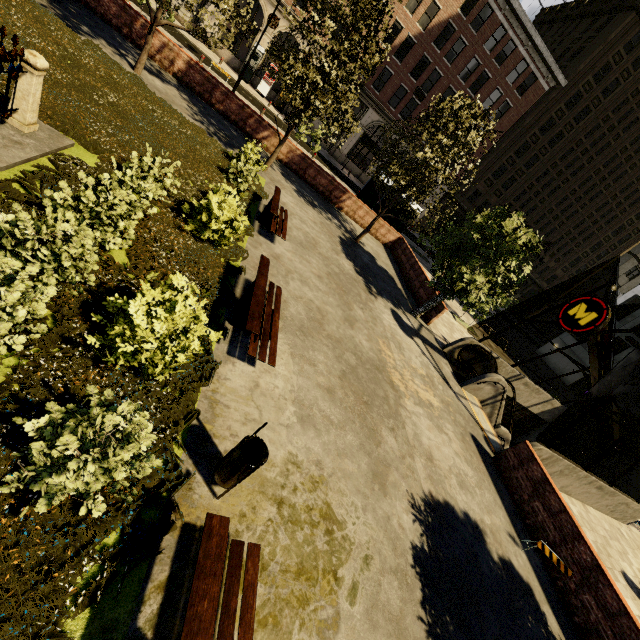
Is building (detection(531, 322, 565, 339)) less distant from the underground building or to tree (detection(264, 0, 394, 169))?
tree (detection(264, 0, 394, 169))

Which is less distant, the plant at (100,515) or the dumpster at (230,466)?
the plant at (100,515)

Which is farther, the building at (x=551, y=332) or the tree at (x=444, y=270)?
the building at (x=551, y=332)

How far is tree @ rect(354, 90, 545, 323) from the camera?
12.4m

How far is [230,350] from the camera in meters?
6.0 m

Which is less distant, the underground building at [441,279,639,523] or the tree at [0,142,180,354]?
the tree at [0,142,180,354]

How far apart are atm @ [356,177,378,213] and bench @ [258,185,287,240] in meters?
9.4

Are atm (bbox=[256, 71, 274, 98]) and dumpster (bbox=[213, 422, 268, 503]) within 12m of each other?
no
